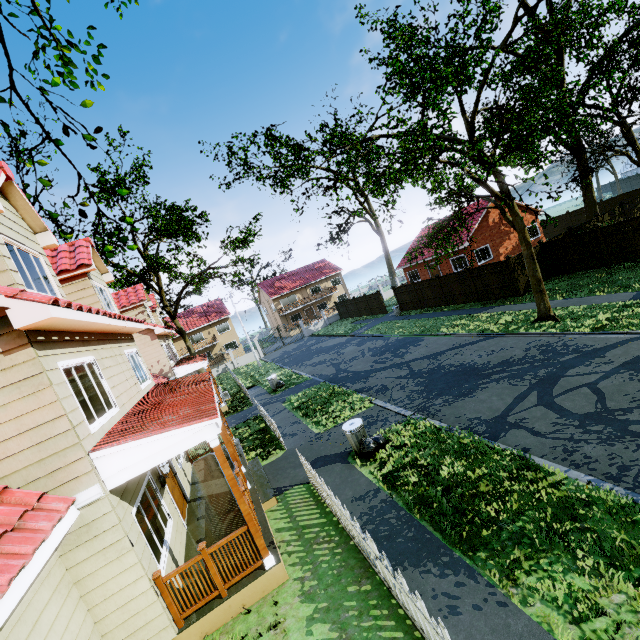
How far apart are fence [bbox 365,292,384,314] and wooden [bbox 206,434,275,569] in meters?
28.4 m

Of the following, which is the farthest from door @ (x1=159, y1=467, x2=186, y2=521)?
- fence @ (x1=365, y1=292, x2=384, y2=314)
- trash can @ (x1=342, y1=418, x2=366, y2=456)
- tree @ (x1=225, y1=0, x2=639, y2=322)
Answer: fence @ (x1=365, y1=292, x2=384, y2=314)

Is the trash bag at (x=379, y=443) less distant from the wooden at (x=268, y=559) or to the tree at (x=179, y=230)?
the wooden at (x=268, y=559)

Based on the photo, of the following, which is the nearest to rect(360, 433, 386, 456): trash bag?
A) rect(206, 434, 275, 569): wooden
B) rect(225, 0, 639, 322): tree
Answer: rect(206, 434, 275, 569): wooden

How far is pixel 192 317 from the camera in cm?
4881

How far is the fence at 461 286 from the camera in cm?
2223

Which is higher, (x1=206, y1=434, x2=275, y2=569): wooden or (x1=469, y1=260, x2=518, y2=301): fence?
(x1=206, y1=434, x2=275, y2=569): wooden

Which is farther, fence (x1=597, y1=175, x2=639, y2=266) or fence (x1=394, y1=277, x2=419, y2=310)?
fence (x1=394, y1=277, x2=419, y2=310)
